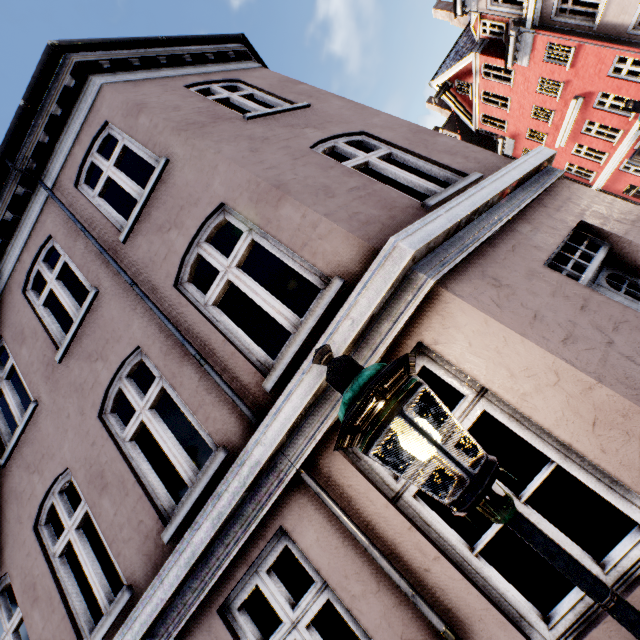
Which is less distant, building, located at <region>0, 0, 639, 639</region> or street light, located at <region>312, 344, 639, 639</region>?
street light, located at <region>312, 344, 639, 639</region>

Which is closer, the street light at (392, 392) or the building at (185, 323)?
the street light at (392, 392)

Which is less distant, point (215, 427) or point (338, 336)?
point (338, 336)
